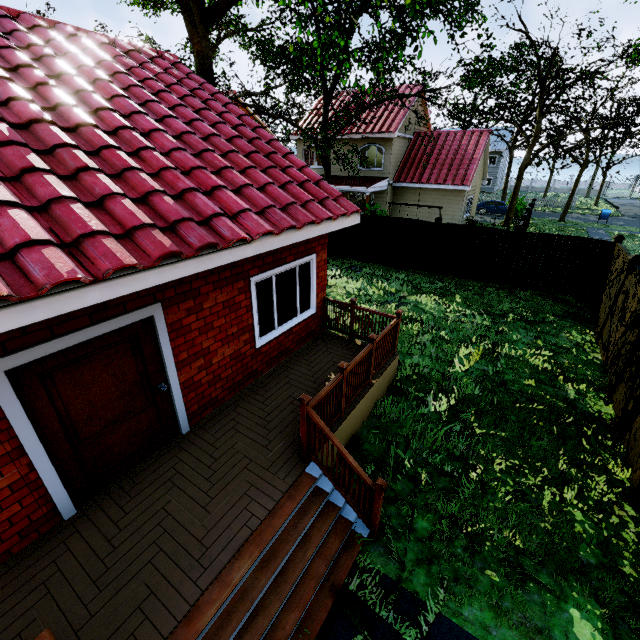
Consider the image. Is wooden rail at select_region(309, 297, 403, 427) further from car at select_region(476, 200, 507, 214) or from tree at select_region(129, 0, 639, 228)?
car at select_region(476, 200, 507, 214)

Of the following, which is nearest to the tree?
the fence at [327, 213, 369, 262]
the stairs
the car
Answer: the fence at [327, 213, 369, 262]

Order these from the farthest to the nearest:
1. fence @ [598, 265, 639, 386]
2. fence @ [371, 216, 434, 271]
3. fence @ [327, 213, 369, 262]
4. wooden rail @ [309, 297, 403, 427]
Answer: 1. fence @ [327, 213, 369, 262]
2. fence @ [371, 216, 434, 271]
3. fence @ [598, 265, 639, 386]
4. wooden rail @ [309, 297, 403, 427]

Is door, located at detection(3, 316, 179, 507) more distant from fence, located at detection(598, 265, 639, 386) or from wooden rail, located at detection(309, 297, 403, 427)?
fence, located at detection(598, 265, 639, 386)

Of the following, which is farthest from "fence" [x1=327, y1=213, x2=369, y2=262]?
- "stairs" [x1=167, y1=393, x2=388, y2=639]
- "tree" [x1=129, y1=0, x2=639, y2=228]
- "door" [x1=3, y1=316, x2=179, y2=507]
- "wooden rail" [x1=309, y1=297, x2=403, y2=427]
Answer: "door" [x1=3, y1=316, x2=179, y2=507]

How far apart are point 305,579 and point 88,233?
4.5m

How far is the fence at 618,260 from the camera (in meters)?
9.38
